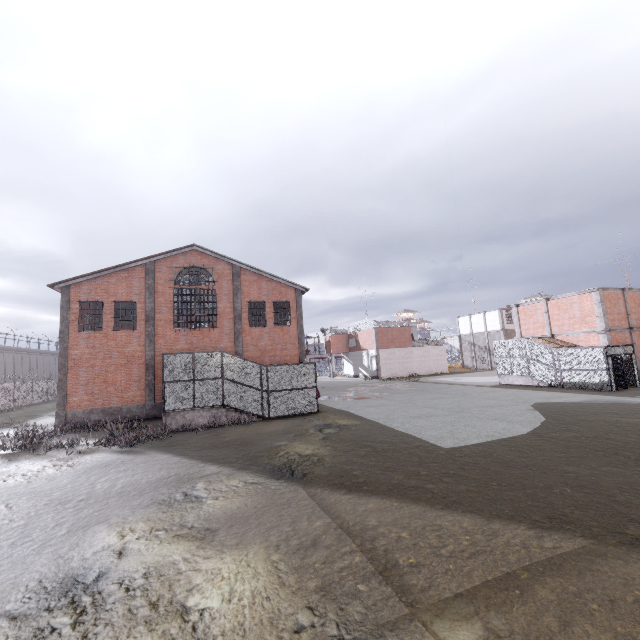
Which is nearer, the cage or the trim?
the cage

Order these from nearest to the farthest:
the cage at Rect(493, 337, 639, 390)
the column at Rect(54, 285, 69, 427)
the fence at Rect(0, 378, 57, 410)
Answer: the column at Rect(54, 285, 69, 427)
the cage at Rect(493, 337, 639, 390)
the fence at Rect(0, 378, 57, 410)

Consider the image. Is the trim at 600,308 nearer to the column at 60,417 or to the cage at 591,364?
the cage at 591,364

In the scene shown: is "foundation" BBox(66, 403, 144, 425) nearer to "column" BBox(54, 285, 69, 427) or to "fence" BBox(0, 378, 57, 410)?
"column" BBox(54, 285, 69, 427)

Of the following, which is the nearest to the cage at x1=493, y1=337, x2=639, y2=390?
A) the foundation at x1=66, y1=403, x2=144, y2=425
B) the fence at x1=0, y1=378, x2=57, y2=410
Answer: the fence at x1=0, y1=378, x2=57, y2=410

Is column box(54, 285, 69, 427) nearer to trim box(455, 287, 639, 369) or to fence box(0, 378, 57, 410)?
fence box(0, 378, 57, 410)

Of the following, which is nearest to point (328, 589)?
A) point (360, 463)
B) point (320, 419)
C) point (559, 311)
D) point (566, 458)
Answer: point (360, 463)

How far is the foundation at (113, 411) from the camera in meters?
20.3
